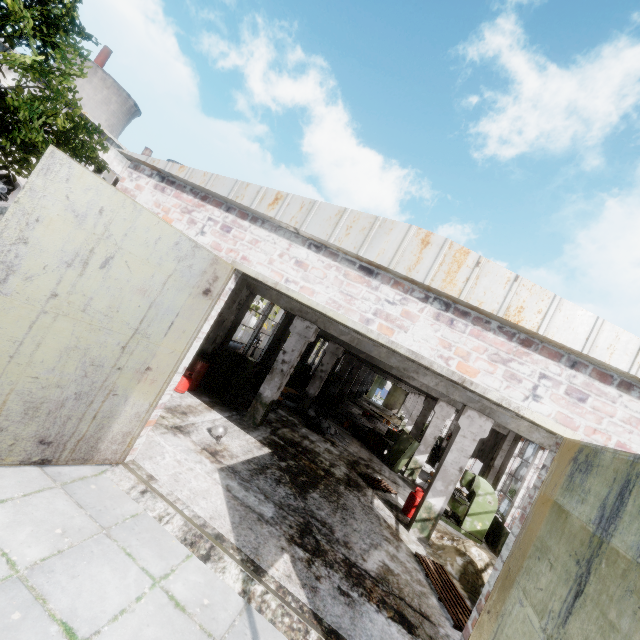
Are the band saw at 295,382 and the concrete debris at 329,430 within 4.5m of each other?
yes

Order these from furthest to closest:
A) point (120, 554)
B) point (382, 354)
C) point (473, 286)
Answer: point (382, 354) → point (473, 286) → point (120, 554)

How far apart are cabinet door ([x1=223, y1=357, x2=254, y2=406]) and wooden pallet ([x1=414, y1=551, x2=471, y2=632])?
7.0m

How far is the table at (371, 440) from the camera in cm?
1633

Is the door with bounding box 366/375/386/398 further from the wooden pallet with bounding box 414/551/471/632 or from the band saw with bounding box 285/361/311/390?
the wooden pallet with bounding box 414/551/471/632

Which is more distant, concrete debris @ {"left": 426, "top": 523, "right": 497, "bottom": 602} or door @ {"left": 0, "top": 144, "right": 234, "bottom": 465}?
concrete debris @ {"left": 426, "top": 523, "right": 497, "bottom": 602}

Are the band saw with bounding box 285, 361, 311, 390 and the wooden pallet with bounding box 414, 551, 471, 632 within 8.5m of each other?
no

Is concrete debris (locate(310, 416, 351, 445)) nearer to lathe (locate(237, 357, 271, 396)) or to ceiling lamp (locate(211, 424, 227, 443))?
lathe (locate(237, 357, 271, 396))
